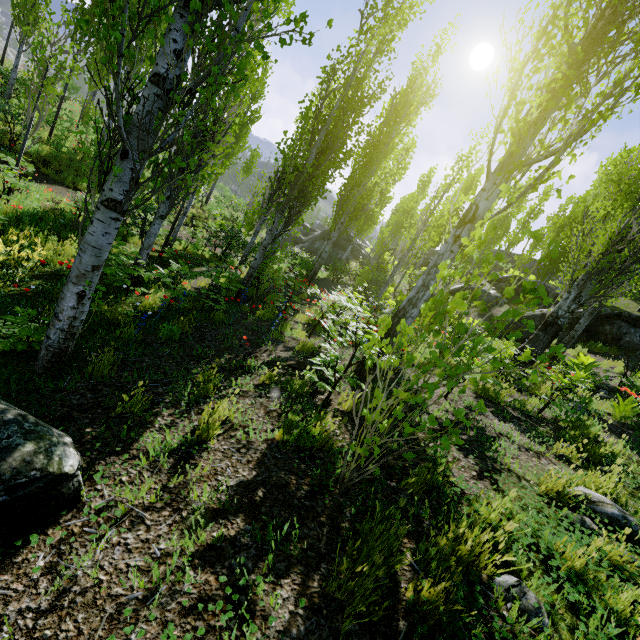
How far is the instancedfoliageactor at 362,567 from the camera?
1.7 meters

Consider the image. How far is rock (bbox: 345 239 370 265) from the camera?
29.83m

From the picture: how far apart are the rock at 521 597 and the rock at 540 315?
15.6m

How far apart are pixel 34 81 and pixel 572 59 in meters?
10.1 m

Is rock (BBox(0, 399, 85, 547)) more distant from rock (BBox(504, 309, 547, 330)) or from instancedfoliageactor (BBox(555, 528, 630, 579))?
rock (BBox(504, 309, 547, 330))

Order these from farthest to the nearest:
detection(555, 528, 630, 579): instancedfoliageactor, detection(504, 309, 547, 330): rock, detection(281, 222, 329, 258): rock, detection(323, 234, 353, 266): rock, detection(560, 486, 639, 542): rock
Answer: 1. detection(281, 222, 329, 258): rock
2. detection(323, 234, 353, 266): rock
3. detection(504, 309, 547, 330): rock
4. detection(560, 486, 639, 542): rock
5. detection(555, 528, 630, 579): instancedfoliageactor

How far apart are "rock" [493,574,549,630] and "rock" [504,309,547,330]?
15.6m

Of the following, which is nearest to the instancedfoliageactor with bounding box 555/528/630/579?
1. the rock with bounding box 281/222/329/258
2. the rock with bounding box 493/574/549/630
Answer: the rock with bounding box 493/574/549/630
